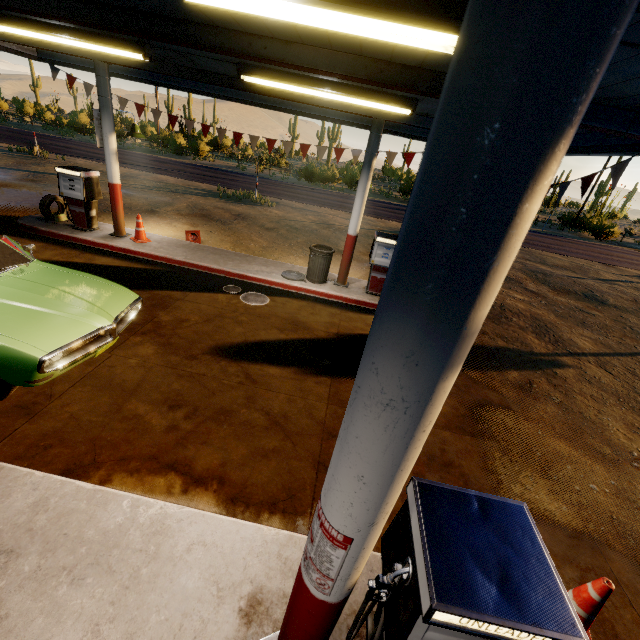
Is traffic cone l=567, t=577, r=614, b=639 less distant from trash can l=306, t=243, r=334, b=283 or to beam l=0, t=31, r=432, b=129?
trash can l=306, t=243, r=334, b=283

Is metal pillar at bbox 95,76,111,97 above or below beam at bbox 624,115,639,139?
below

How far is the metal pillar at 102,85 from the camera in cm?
716

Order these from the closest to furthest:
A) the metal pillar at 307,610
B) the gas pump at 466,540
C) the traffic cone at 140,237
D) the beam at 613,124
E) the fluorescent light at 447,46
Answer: the metal pillar at 307,610
the gas pump at 466,540
the fluorescent light at 447,46
the beam at 613,124
the traffic cone at 140,237

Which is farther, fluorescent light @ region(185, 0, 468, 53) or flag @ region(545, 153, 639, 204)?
flag @ region(545, 153, 639, 204)

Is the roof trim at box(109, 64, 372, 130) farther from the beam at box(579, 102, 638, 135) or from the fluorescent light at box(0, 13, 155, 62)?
the fluorescent light at box(0, 13, 155, 62)

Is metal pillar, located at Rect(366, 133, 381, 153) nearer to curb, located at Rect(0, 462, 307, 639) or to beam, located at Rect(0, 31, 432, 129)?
beam, located at Rect(0, 31, 432, 129)

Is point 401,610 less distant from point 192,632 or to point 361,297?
point 192,632
